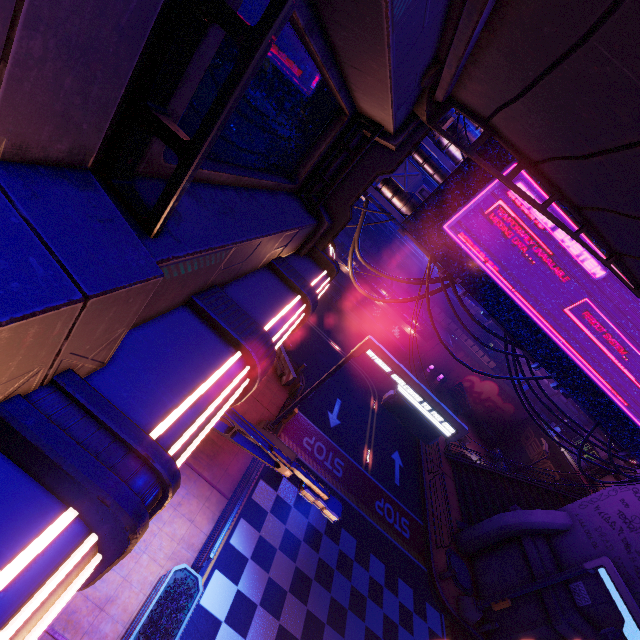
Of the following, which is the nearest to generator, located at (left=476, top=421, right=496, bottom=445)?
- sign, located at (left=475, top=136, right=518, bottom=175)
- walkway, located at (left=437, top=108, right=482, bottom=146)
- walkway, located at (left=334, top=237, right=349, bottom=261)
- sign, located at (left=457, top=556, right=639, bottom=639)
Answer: walkway, located at (left=334, top=237, right=349, bottom=261)

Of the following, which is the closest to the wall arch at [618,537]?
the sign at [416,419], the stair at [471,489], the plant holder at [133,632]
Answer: the stair at [471,489]

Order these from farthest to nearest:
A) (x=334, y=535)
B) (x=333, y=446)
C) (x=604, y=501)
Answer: (x=333, y=446)
(x=604, y=501)
(x=334, y=535)

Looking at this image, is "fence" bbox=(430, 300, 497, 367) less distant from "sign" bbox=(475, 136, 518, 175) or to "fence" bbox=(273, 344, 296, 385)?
"fence" bbox=(273, 344, 296, 385)

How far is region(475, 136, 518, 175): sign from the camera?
8.9m

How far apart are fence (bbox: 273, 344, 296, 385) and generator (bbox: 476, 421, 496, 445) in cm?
2723

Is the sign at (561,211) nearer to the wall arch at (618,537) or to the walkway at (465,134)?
the walkway at (465,134)

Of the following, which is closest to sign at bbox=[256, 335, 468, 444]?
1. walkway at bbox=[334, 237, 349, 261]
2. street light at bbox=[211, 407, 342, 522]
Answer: street light at bbox=[211, 407, 342, 522]
